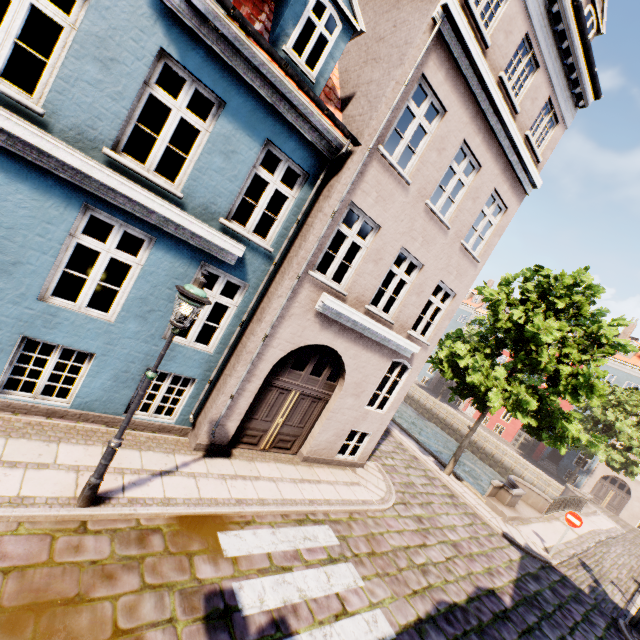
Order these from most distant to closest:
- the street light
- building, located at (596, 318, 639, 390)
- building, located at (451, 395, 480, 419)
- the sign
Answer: building, located at (451, 395, 480, 419) < building, located at (596, 318, 639, 390) < the sign < the street light

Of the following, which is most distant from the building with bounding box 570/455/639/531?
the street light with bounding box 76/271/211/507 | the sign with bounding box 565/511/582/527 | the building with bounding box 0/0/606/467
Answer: the street light with bounding box 76/271/211/507

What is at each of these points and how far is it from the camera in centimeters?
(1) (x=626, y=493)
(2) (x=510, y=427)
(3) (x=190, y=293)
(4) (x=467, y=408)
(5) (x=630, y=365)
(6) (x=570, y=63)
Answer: (1) building, 3453cm
(2) building, 3875cm
(3) street light, 428cm
(4) building, 4331cm
(5) building, 3288cm
(6) building, 872cm

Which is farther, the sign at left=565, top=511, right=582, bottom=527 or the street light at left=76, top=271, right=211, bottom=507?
the sign at left=565, top=511, right=582, bottom=527

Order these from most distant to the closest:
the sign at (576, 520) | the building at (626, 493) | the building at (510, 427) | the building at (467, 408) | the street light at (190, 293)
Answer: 1. the building at (467, 408)
2. the building at (510, 427)
3. the building at (626, 493)
4. the sign at (576, 520)
5. the street light at (190, 293)

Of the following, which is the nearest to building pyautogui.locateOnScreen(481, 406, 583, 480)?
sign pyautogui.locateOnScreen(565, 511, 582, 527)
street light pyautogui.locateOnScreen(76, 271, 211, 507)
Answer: sign pyautogui.locateOnScreen(565, 511, 582, 527)

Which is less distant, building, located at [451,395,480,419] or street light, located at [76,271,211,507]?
street light, located at [76,271,211,507]

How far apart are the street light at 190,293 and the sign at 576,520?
15.7 meters
